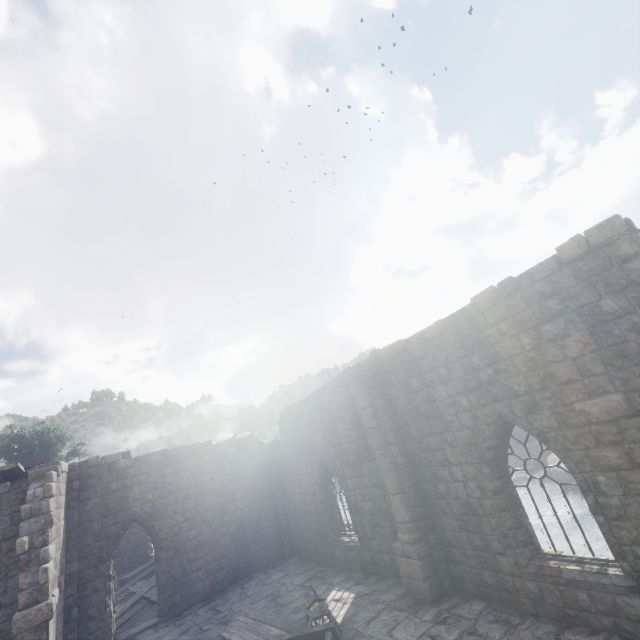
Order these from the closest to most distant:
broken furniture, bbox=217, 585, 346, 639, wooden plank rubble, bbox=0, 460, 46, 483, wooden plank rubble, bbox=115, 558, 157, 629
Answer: broken furniture, bbox=217, 585, 346, 639 < wooden plank rubble, bbox=0, 460, 46, 483 < wooden plank rubble, bbox=115, 558, 157, 629

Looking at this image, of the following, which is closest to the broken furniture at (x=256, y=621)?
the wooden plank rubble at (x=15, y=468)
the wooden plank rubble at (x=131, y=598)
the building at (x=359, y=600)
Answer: the building at (x=359, y=600)

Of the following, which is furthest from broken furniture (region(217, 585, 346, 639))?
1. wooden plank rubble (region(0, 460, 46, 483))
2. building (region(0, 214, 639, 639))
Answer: wooden plank rubble (region(0, 460, 46, 483))

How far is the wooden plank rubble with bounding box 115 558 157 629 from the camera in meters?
14.1

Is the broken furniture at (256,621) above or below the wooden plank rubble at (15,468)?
below

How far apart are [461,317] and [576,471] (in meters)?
3.90

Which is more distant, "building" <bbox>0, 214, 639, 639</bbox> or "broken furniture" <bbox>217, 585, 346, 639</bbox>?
"broken furniture" <bbox>217, 585, 346, 639</bbox>

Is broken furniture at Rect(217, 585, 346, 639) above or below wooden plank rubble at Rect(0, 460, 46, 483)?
below
